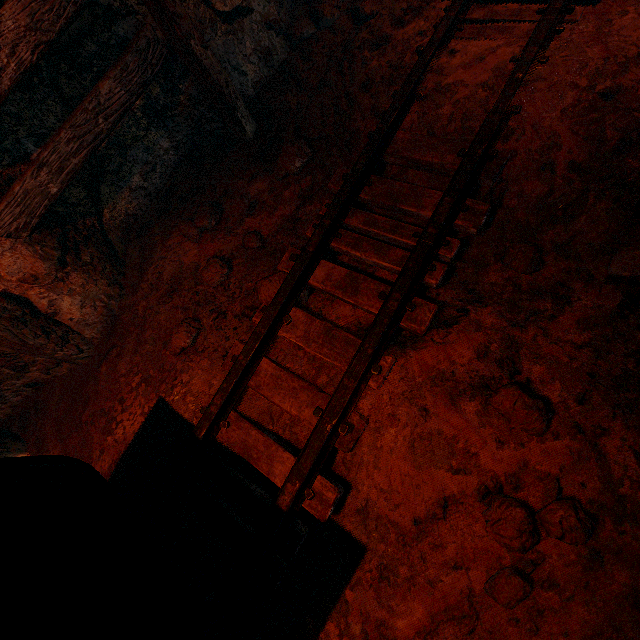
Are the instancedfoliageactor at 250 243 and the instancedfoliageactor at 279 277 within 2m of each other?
yes

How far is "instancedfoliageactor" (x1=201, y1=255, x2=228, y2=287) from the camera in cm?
266

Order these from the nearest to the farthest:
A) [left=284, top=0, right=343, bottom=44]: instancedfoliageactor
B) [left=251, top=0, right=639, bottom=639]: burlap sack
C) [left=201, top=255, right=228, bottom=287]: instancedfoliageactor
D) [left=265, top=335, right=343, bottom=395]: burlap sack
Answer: [left=251, top=0, right=639, bottom=639]: burlap sack → [left=265, top=335, right=343, bottom=395]: burlap sack → [left=201, top=255, right=228, bottom=287]: instancedfoliageactor → [left=284, top=0, right=343, bottom=44]: instancedfoliageactor

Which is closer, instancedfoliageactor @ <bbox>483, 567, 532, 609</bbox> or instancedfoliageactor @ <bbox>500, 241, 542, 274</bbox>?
instancedfoliageactor @ <bbox>483, 567, 532, 609</bbox>

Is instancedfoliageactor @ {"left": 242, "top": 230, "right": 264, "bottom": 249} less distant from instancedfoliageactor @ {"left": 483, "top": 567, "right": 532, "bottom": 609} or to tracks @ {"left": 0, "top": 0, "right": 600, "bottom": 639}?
tracks @ {"left": 0, "top": 0, "right": 600, "bottom": 639}

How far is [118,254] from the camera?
3.1m

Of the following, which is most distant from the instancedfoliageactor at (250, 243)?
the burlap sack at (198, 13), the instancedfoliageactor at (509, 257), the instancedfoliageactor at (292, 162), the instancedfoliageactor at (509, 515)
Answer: the instancedfoliageactor at (509, 515)

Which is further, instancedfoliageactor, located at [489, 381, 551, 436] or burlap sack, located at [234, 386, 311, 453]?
burlap sack, located at [234, 386, 311, 453]
